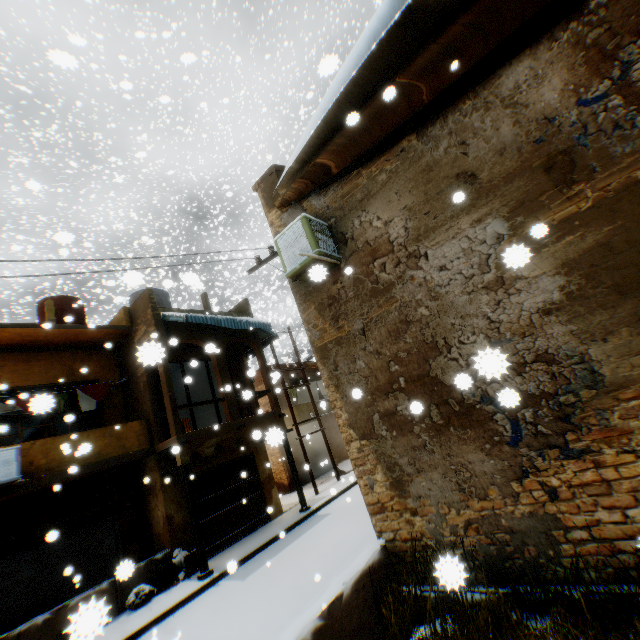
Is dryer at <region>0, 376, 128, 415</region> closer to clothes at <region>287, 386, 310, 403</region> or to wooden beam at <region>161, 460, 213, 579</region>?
wooden beam at <region>161, 460, 213, 579</region>

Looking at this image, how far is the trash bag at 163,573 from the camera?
8.8 meters

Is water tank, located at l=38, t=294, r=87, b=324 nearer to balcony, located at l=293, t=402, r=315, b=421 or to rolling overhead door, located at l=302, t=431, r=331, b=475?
rolling overhead door, located at l=302, t=431, r=331, b=475

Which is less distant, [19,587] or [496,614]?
[496,614]

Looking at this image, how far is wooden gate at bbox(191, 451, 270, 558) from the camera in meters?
11.5

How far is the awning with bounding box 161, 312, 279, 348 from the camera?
11.3m

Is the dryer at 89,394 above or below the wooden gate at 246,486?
above

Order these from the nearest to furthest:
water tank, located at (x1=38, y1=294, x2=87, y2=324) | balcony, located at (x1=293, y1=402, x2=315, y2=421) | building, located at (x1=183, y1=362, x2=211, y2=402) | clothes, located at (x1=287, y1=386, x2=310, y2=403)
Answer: water tank, located at (x1=38, y1=294, x2=87, y2=324) → building, located at (x1=183, y1=362, x2=211, y2=402) → balcony, located at (x1=293, y1=402, x2=315, y2=421) → clothes, located at (x1=287, y1=386, x2=310, y2=403)
